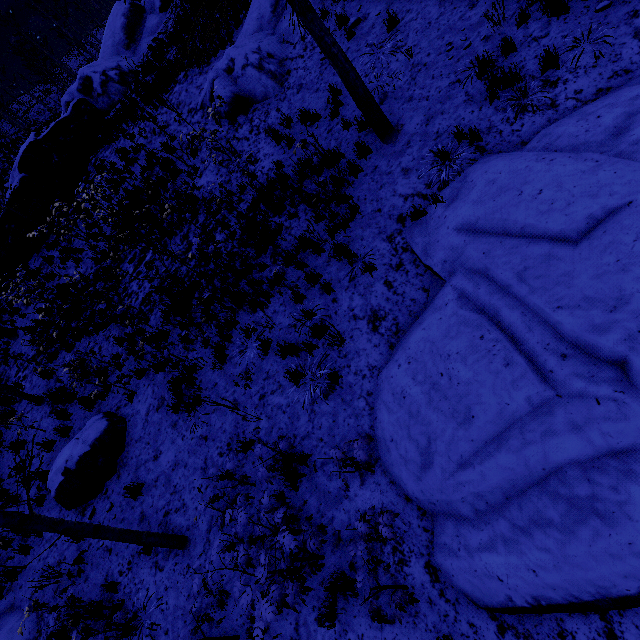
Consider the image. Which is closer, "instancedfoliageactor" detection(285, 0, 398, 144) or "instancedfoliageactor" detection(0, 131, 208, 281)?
"instancedfoliageactor" detection(285, 0, 398, 144)

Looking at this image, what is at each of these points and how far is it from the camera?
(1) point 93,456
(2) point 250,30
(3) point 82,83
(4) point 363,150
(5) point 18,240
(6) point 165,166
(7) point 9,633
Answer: (1) rock, 7.3m
(2) rock, 11.3m
(3) rock, 18.9m
(4) instancedfoliageactor, 7.2m
(5) rock, 15.1m
(6) instancedfoliageactor, 11.5m
(7) rock, 6.5m

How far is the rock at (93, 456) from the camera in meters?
7.2

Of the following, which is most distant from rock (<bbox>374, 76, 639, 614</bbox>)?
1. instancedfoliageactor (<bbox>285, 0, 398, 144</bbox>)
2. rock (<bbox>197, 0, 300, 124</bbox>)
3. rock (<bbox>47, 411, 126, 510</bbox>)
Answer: rock (<bbox>47, 411, 126, 510</bbox>)

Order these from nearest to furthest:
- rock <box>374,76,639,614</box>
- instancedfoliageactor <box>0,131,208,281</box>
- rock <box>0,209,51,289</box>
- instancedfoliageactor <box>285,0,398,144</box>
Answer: rock <box>374,76,639,614</box> < instancedfoliageactor <box>285,0,398,144</box> < instancedfoliageactor <box>0,131,208,281</box> < rock <box>0,209,51,289</box>

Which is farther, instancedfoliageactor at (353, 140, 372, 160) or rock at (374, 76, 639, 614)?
instancedfoliageactor at (353, 140, 372, 160)

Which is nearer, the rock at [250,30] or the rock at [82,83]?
the rock at [250,30]

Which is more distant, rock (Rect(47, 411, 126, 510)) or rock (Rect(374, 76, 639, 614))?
rock (Rect(47, 411, 126, 510))
